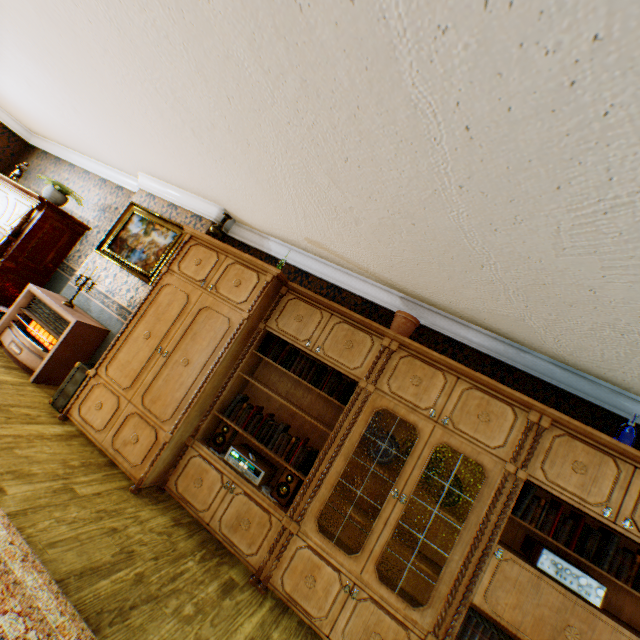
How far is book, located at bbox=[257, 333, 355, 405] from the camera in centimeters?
326cm

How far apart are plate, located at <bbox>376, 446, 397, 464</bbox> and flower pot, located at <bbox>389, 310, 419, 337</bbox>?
0.9m

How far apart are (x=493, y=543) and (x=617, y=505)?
1.0m

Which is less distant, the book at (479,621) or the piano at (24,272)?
the book at (479,621)

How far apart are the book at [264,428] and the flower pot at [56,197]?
4.9 meters

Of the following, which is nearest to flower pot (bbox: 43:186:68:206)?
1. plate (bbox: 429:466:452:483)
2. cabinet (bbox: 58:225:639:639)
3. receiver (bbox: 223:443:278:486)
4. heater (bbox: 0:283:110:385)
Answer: heater (bbox: 0:283:110:385)

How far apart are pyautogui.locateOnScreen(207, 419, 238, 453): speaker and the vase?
2.2 meters

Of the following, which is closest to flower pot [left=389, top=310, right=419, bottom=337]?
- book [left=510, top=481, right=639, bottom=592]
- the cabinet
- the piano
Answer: the cabinet
